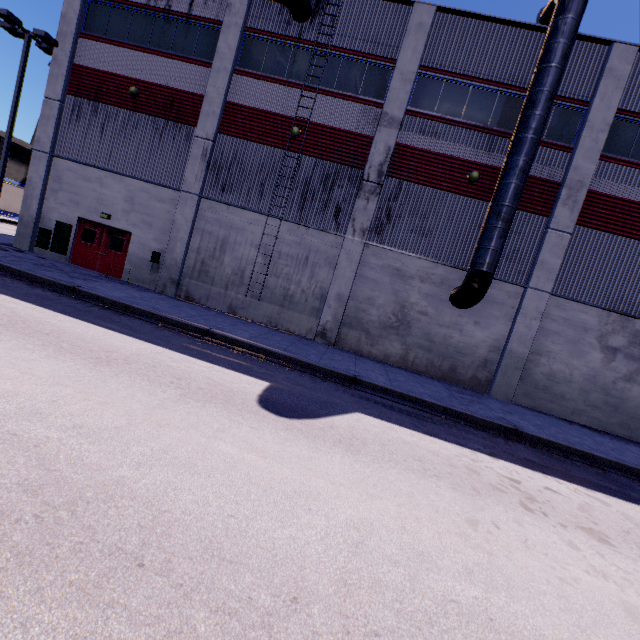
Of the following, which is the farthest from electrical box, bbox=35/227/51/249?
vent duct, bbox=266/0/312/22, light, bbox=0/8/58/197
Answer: vent duct, bbox=266/0/312/22

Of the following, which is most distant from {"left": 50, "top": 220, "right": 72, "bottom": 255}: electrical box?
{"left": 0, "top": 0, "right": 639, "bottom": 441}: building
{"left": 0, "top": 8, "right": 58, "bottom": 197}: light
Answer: {"left": 0, "top": 8, "right": 58, "bottom": 197}: light

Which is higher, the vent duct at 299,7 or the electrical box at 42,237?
the vent duct at 299,7

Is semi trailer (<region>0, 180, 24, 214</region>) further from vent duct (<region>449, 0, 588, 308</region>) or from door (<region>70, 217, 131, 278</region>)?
door (<region>70, 217, 131, 278</region>)

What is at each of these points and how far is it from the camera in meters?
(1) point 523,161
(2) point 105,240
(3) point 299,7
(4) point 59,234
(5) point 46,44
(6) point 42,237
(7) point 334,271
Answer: (1) vent duct, 11.6 m
(2) door, 15.9 m
(3) vent duct, 13.5 m
(4) electrical box, 15.8 m
(5) light, 15.1 m
(6) electrical box, 16.0 m
(7) building, 14.4 m

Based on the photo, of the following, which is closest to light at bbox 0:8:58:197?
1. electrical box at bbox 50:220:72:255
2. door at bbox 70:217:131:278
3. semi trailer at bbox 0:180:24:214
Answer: semi trailer at bbox 0:180:24:214

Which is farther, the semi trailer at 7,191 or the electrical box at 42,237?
the semi trailer at 7,191

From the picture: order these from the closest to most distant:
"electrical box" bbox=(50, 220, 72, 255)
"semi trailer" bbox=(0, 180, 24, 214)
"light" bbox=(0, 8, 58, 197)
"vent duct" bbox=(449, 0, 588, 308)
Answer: "vent duct" bbox=(449, 0, 588, 308), "light" bbox=(0, 8, 58, 197), "electrical box" bbox=(50, 220, 72, 255), "semi trailer" bbox=(0, 180, 24, 214)
